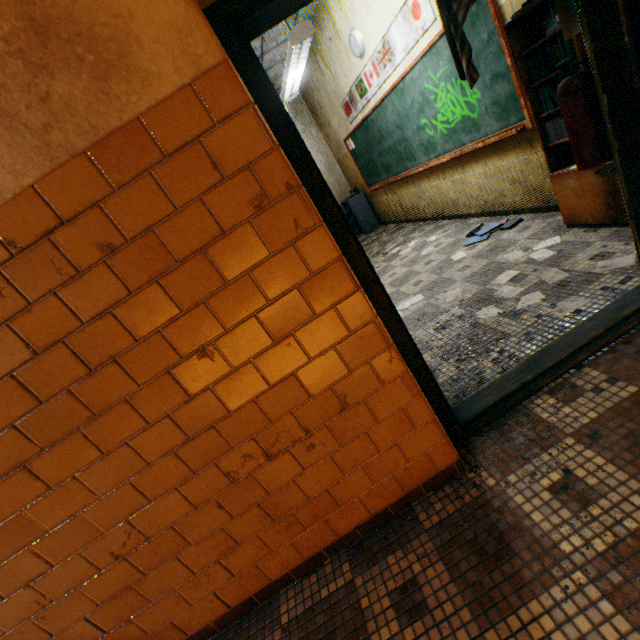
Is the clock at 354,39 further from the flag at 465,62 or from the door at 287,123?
the door at 287,123

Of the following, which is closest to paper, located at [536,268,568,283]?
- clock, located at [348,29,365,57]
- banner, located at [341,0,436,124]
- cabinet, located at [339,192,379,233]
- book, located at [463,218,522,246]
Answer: book, located at [463,218,522,246]

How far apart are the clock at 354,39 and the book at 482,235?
3.2m

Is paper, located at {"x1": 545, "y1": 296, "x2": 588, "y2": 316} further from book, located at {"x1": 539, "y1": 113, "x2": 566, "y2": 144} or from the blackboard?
the blackboard

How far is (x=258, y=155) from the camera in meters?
1.1 m

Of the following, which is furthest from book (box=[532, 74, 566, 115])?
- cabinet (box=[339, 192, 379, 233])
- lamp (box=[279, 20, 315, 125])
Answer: cabinet (box=[339, 192, 379, 233])

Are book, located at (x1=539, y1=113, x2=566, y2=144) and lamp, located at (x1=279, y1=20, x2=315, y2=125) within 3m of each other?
yes

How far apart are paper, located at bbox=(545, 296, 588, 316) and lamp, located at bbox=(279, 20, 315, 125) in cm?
340
